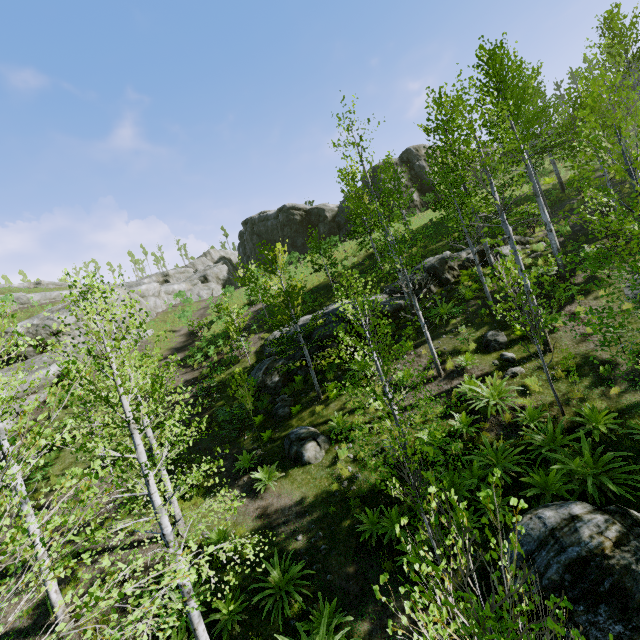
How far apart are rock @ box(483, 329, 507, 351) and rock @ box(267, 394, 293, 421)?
8.3 meters

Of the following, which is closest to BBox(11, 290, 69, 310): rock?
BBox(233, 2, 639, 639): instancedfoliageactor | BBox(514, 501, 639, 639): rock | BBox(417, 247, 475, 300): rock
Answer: BBox(233, 2, 639, 639): instancedfoliageactor

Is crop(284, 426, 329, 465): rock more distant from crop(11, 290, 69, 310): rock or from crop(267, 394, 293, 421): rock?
crop(11, 290, 69, 310): rock

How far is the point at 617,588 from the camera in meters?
5.3

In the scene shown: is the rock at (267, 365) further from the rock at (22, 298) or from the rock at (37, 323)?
the rock at (22, 298)

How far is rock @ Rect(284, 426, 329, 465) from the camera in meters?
11.4 m

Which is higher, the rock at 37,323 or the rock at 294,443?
the rock at 37,323

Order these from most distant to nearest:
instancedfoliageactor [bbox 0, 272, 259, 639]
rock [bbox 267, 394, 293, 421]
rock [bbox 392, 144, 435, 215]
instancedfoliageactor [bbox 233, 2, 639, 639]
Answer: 1. rock [bbox 392, 144, 435, 215]
2. rock [bbox 267, 394, 293, 421]
3. instancedfoliageactor [bbox 0, 272, 259, 639]
4. instancedfoliageactor [bbox 233, 2, 639, 639]
